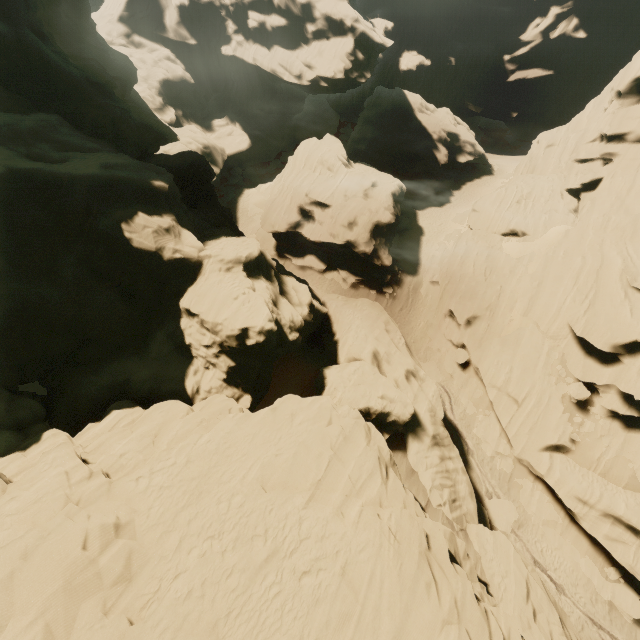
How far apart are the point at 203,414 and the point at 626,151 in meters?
45.9

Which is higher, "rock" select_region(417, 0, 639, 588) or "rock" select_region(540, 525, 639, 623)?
"rock" select_region(417, 0, 639, 588)

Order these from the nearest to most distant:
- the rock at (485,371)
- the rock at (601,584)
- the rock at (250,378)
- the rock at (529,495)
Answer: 1. the rock at (250,378)
2. the rock at (601,584)
3. the rock at (485,371)
4. the rock at (529,495)

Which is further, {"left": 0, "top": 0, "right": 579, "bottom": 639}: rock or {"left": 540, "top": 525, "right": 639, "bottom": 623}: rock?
{"left": 540, "top": 525, "right": 639, "bottom": 623}: rock

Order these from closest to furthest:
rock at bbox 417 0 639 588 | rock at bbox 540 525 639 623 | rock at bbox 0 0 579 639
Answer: rock at bbox 0 0 579 639, rock at bbox 540 525 639 623, rock at bbox 417 0 639 588

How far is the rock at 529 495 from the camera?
24.20m

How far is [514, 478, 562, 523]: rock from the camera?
24.20m
